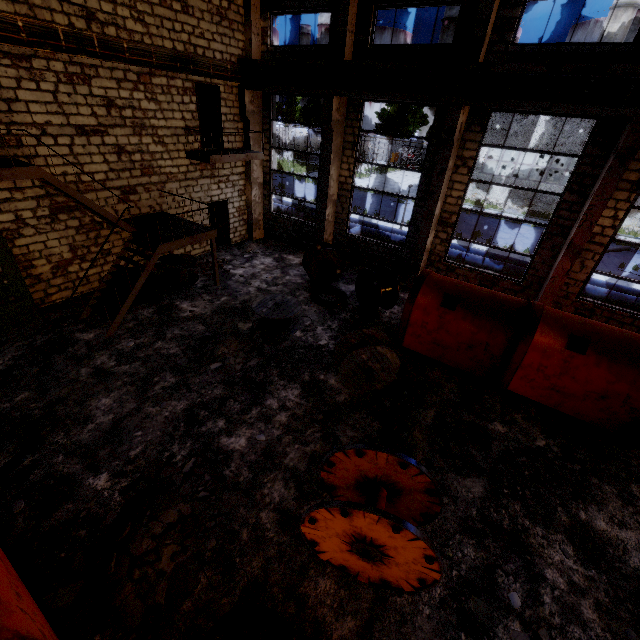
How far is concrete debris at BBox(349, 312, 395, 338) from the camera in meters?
10.5

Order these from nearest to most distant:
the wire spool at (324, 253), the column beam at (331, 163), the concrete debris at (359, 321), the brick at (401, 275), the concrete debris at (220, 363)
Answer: the concrete debris at (220, 363) → the concrete debris at (359, 321) → the column beam at (331, 163) → the wire spool at (324, 253) → the brick at (401, 275)

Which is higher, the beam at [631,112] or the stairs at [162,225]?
the beam at [631,112]

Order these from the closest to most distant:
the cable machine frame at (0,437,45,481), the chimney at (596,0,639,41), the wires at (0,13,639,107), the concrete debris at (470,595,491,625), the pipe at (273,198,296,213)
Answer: the concrete debris at (470,595,491,625), the cable machine frame at (0,437,45,481), the wires at (0,13,639,107), the pipe at (273,198,296,213), the chimney at (596,0,639,41)

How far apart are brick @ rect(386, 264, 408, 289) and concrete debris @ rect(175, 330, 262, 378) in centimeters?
579cm

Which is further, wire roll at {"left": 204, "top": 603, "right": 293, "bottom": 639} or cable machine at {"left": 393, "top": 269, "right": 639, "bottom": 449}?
cable machine at {"left": 393, "top": 269, "right": 639, "bottom": 449}

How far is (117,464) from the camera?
6.16m

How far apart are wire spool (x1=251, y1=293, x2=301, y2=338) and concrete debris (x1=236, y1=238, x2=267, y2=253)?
5.27m
